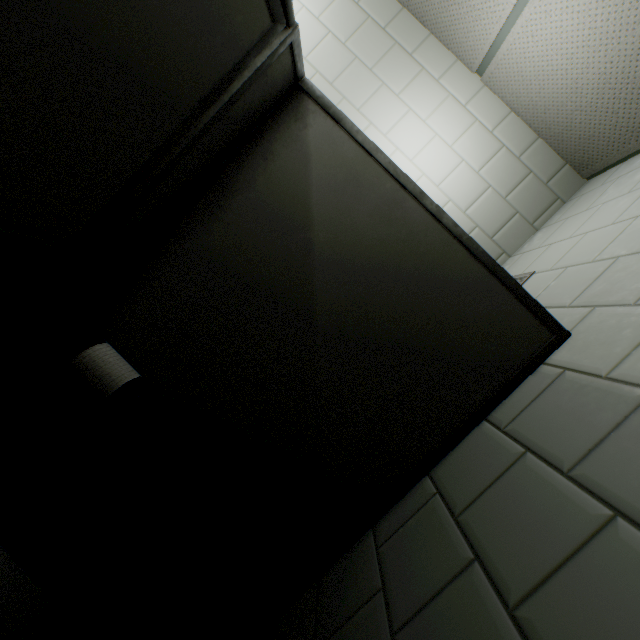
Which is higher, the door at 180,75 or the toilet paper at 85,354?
the door at 180,75

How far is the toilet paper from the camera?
0.9 meters

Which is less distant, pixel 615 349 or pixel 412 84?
pixel 615 349

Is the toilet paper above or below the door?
below

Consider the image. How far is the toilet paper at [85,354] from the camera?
0.9 meters
